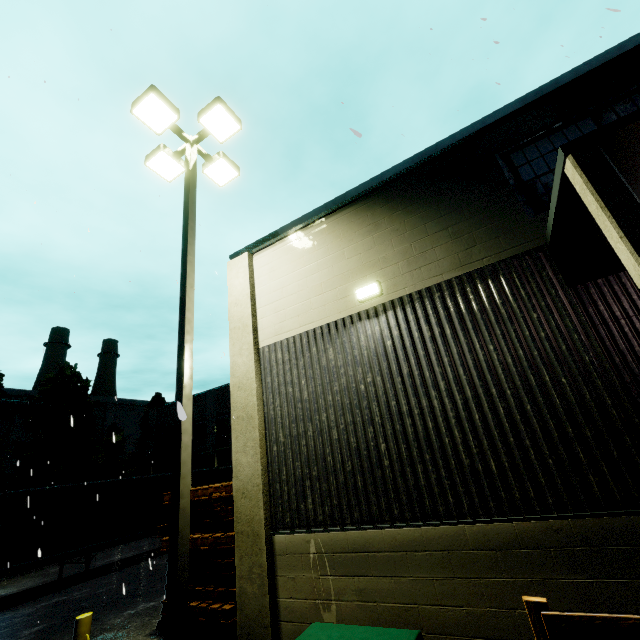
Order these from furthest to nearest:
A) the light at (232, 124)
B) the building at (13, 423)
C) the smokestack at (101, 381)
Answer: the smokestack at (101, 381) < the building at (13, 423) < the light at (232, 124)

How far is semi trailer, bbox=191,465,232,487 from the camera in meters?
18.3 m

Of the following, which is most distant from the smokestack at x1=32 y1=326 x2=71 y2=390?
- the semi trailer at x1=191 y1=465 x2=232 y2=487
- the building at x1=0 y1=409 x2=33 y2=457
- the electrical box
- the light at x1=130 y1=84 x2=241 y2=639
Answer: the electrical box

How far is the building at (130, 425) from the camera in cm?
4466

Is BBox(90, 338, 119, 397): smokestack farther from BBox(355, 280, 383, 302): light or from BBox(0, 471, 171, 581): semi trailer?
BBox(355, 280, 383, 302): light

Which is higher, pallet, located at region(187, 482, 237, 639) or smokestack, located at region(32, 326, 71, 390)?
smokestack, located at region(32, 326, 71, 390)

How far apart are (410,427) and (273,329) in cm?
348

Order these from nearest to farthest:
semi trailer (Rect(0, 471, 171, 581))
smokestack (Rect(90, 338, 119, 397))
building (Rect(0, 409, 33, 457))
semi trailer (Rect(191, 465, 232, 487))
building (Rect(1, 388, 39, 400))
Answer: semi trailer (Rect(0, 471, 171, 581))
semi trailer (Rect(191, 465, 232, 487))
building (Rect(0, 409, 33, 457))
building (Rect(1, 388, 39, 400))
smokestack (Rect(90, 338, 119, 397))
